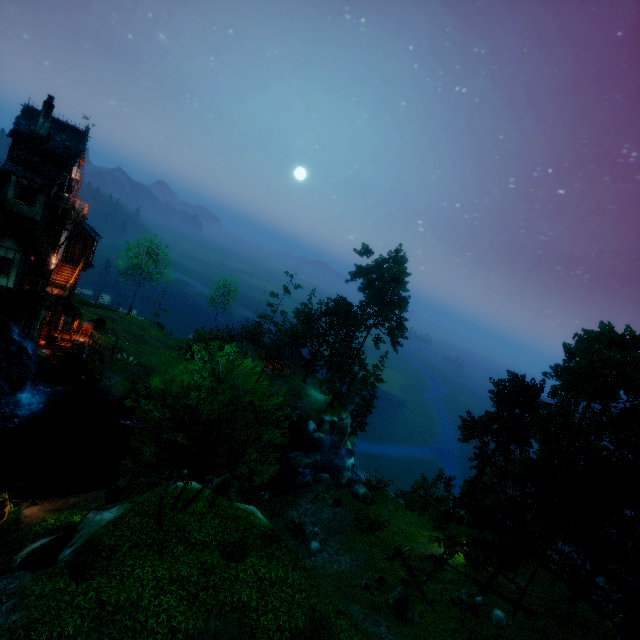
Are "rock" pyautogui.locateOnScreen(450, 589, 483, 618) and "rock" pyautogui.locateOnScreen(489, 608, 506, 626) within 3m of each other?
yes

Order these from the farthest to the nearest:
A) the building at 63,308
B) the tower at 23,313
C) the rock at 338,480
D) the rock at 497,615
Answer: the building at 63,308 < the rock at 338,480 < the tower at 23,313 < the rock at 497,615

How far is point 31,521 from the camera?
18.1 meters

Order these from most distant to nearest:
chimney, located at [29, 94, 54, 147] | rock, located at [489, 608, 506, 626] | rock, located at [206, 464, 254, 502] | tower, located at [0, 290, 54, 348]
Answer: tower, located at [0, 290, 54, 348] < rock, located at [206, 464, 254, 502] < chimney, located at [29, 94, 54, 147] < rock, located at [489, 608, 506, 626]

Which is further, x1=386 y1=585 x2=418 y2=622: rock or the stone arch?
the stone arch

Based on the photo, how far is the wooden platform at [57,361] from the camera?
28.2 meters

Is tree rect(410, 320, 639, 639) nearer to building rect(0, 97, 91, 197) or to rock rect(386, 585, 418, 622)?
rock rect(386, 585, 418, 622)

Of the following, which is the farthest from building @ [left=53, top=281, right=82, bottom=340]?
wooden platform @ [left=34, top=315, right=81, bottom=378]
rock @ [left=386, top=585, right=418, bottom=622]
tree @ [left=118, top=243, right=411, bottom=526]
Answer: rock @ [left=386, top=585, right=418, bottom=622]
